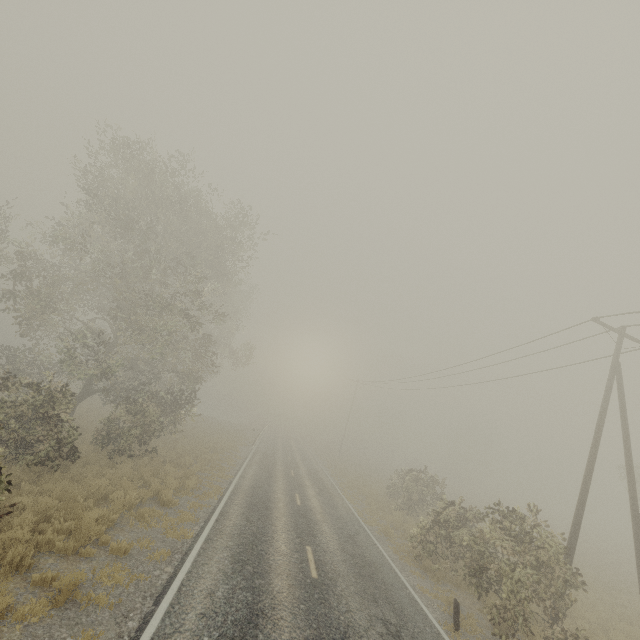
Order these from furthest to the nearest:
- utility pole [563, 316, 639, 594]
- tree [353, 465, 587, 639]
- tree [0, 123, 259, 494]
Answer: tree [0, 123, 259, 494] < utility pole [563, 316, 639, 594] < tree [353, 465, 587, 639]

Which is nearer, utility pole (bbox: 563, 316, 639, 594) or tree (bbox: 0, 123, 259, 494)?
utility pole (bbox: 563, 316, 639, 594)

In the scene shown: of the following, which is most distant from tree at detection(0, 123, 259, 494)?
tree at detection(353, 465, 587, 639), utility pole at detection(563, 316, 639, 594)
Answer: utility pole at detection(563, 316, 639, 594)

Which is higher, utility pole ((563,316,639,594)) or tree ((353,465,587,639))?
utility pole ((563,316,639,594))

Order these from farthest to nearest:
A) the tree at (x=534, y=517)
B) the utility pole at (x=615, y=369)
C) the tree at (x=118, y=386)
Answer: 1. the tree at (x=118, y=386)
2. the utility pole at (x=615, y=369)
3. the tree at (x=534, y=517)

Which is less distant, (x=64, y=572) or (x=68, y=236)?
(x=64, y=572)

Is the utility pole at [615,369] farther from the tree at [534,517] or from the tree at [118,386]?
the tree at [118,386]
